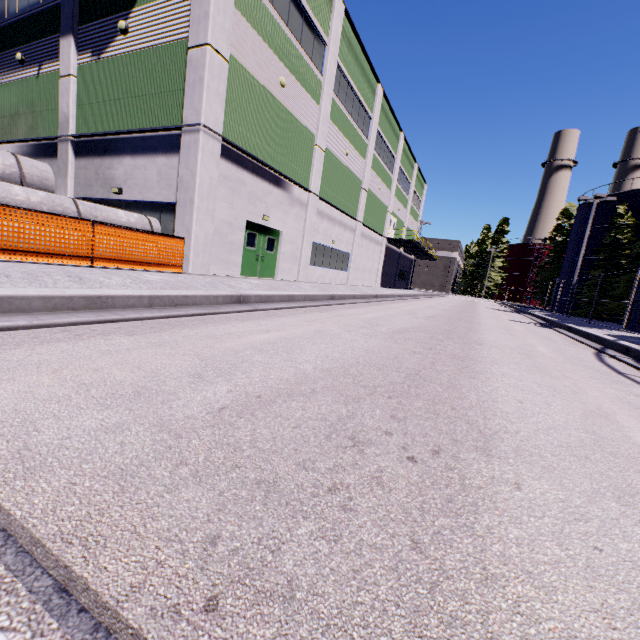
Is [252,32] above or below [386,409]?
above

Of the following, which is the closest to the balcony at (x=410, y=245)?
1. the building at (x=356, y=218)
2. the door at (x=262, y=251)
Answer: the building at (x=356, y=218)

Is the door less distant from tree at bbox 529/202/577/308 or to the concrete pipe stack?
the concrete pipe stack

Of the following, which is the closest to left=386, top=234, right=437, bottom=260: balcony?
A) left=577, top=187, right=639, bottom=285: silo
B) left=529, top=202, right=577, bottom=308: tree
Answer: left=577, top=187, right=639, bottom=285: silo

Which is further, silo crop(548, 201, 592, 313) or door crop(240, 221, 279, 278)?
silo crop(548, 201, 592, 313)

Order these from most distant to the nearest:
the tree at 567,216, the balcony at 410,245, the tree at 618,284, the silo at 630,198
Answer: the tree at 567,216, the balcony at 410,245, the silo at 630,198, the tree at 618,284

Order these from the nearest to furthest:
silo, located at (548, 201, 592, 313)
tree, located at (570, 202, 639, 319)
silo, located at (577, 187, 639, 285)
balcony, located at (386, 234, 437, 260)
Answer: tree, located at (570, 202, 639, 319) → silo, located at (577, 187, 639, 285) → balcony, located at (386, 234, 437, 260) → silo, located at (548, 201, 592, 313)

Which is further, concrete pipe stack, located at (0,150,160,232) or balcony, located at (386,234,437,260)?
balcony, located at (386,234,437,260)
